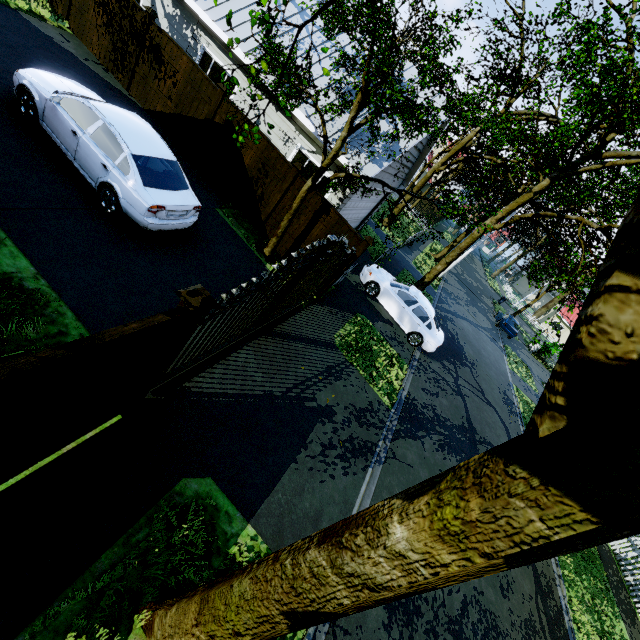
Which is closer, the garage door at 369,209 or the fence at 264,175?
the fence at 264,175

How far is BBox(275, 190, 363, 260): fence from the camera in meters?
9.4

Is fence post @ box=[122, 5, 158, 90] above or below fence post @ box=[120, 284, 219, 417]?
above

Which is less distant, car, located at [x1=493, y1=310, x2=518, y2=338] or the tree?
the tree

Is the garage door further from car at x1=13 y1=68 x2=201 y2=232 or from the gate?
car at x1=13 y1=68 x2=201 y2=232

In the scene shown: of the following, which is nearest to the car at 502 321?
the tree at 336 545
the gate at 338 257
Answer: the tree at 336 545

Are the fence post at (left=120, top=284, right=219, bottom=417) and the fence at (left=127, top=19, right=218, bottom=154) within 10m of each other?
yes

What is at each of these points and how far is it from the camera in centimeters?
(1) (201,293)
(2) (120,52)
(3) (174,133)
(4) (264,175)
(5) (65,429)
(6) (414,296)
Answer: (1) fence post, 333cm
(2) fence, 1062cm
(3) fence, 1075cm
(4) fence, 991cm
(5) fence, 349cm
(6) car, 1301cm
